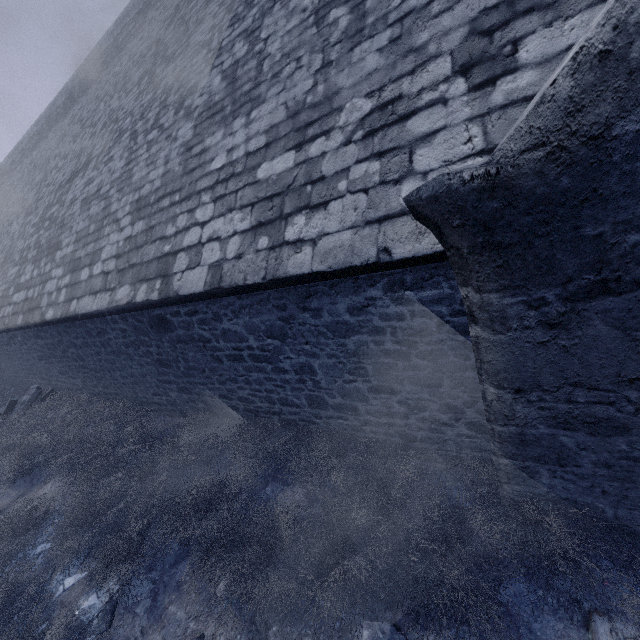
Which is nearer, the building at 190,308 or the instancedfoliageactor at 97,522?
the building at 190,308

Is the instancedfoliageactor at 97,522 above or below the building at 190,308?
below

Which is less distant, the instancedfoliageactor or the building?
the building

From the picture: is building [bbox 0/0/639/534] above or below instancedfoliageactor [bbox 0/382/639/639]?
above

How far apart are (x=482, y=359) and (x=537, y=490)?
1.5 meters
